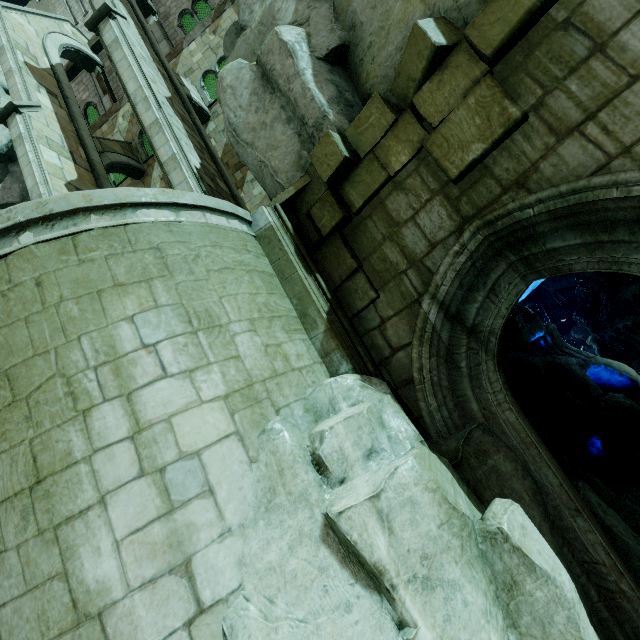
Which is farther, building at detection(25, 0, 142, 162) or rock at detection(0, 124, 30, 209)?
building at detection(25, 0, 142, 162)

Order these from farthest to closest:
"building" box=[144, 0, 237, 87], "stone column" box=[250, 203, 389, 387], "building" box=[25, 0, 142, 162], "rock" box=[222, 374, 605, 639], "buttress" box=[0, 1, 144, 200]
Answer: "building" box=[25, 0, 142, 162] < "building" box=[144, 0, 237, 87] < "buttress" box=[0, 1, 144, 200] < "stone column" box=[250, 203, 389, 387] < "rock" box=[222, 374, 605, 639]

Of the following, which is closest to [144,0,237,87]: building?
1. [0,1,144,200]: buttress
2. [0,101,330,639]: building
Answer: [0,1,144,200]: buttress

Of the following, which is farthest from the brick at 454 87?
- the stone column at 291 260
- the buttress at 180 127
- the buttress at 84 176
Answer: the buttress at 84 176

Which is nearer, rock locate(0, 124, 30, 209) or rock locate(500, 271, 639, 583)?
rock locate(500, 271, 639, 583)

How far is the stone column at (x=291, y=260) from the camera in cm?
458

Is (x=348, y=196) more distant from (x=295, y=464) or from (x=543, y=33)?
(x=295, y=464)

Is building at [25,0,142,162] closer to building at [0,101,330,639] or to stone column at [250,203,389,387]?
stone column at [250,203,389,387]
